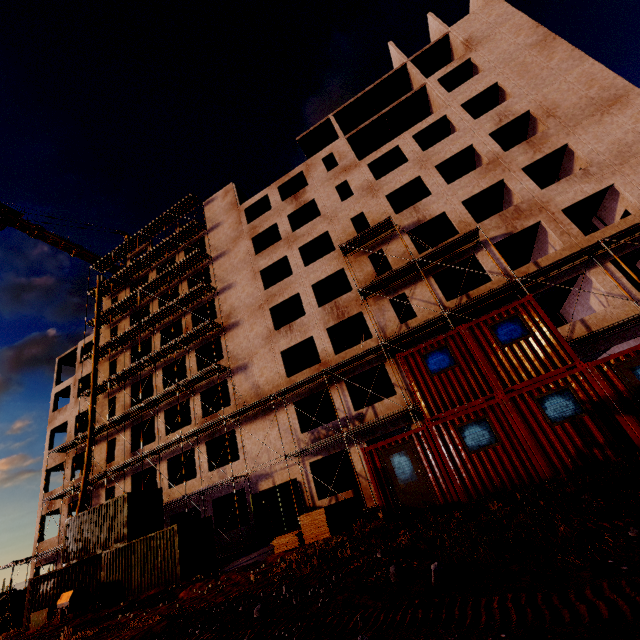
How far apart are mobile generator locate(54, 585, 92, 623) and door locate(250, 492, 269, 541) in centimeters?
861cm

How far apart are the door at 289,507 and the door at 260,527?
1.8m

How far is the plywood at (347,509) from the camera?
12.7m

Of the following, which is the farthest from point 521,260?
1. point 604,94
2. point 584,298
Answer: point 604,94

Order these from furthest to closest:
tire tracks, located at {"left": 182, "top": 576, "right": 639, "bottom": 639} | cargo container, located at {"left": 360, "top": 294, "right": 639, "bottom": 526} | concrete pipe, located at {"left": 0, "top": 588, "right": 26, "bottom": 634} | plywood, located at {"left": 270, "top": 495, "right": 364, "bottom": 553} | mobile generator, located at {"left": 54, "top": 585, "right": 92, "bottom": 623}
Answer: concrete pipe, located at {"left": 0, "top": 588, "right": 26, "bottom": 634}, mobile generator, located at {"left": 54, "top": 585, "right": 92, "bottom": 623}, plywood, located at {"left": 270, "top": 495, "right": 364, "bottom": 553}, cargo container, located at {"left": 360, "top": 294, "right": 639, "bottom": 526}, tire tracks, located at {"left": 182, "top": 576, "right": 639, "bottom": 639}

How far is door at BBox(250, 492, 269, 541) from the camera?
19.1m

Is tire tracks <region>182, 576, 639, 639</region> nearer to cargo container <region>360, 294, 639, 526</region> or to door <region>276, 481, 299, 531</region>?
cargo container <region>360, 294, 639, 526</region>

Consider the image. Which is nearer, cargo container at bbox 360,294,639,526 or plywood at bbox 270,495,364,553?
cargo container at bbox 360,294,639,526
